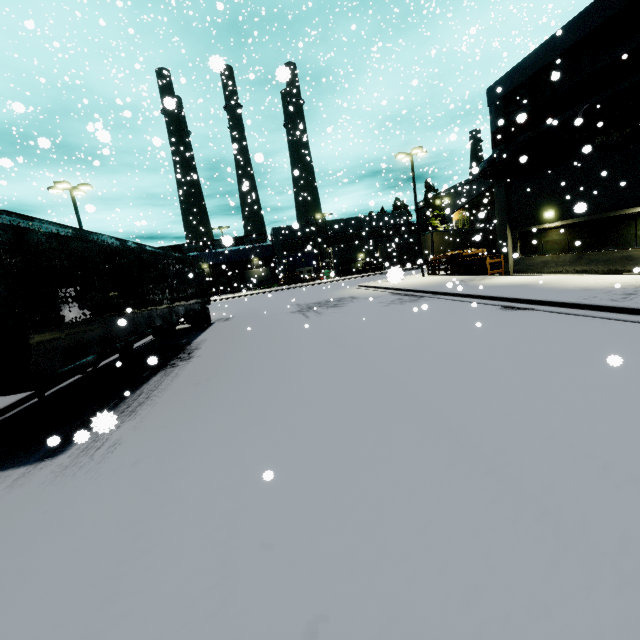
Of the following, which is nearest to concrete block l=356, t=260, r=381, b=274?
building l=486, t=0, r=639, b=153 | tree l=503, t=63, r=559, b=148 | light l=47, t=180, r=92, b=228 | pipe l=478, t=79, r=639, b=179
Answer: building l=486, t=0, r=639, b=153

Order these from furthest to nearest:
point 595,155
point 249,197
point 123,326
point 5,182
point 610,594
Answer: point 249,197 → point 595,155 → point 5,182 → point 123,326 → point 610,594

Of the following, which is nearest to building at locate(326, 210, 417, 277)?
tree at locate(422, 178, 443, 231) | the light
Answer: tree at locate(422, 178, 443, 231)

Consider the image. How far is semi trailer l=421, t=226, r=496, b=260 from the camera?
31.86m

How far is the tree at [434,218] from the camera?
53.7 meters

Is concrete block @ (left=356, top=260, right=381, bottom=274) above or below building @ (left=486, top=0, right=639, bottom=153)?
below

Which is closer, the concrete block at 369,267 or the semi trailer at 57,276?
the semi trailer at 57,276
